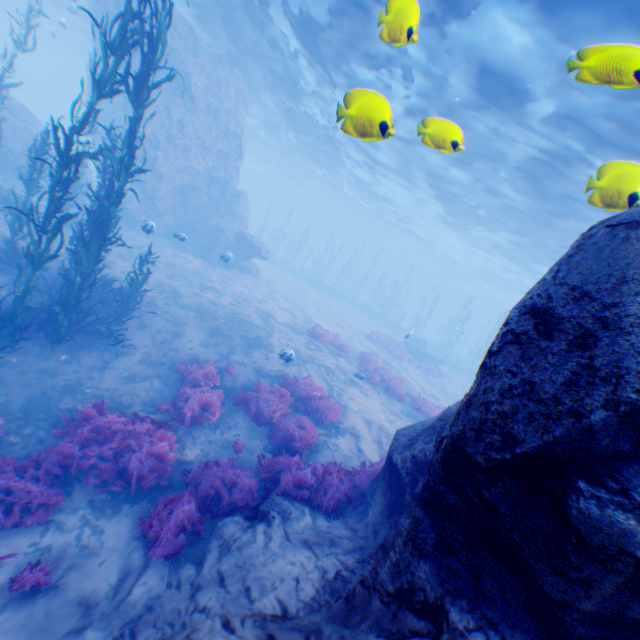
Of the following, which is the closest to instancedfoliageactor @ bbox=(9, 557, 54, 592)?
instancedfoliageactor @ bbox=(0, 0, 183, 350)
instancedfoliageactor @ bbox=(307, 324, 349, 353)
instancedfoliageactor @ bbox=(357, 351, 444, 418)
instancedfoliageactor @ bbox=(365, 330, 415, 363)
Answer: instancedfoliageactor @ bbox=(0, 0, 183, 350)

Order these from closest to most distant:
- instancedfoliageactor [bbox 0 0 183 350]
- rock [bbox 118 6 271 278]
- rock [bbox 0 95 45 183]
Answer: instancedfoliageactor [bbox 0 0 183 350]
rock [bbox 0 95 45 183]
rock [bbox 118 6 271 278]

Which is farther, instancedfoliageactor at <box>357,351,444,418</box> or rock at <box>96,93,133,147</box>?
rock at <box>96,93,133,147</box>

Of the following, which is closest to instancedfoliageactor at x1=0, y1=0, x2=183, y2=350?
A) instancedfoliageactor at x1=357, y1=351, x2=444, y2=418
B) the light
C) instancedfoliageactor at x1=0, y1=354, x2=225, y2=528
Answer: instancedfoliageactor at x1=0, y1=354, x2=225, y2=528

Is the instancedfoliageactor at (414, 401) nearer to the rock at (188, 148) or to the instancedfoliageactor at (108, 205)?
the rock at (188, 148)

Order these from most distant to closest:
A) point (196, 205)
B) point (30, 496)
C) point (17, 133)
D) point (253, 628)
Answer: point (196, 205)
point (17, 133)
point (30, 496)
point (253, 628)

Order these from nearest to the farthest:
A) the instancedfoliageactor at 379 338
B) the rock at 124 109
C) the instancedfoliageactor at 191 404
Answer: the instancedfoliageactor at 191 404, the rock at 124 109, the instancedfoliageactor at 379 338

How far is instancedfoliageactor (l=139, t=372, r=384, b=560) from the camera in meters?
5.5
